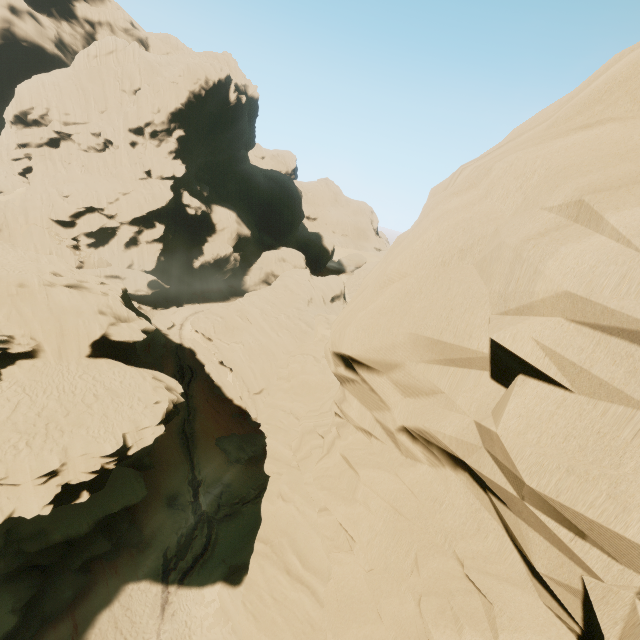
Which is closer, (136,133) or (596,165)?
(596,165)

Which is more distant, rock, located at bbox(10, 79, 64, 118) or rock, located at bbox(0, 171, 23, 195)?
rock, located at bbox(10, 79, 64, 118)

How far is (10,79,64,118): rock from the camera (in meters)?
59.16

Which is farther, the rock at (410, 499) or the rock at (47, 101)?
the rock at (47, 101)

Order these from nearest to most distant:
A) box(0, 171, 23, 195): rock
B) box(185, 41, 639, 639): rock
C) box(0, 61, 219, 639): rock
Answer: box(185, 41, 639, 639): rock, box(0, 61, 219, 639): rock, box(0, 171, 23, 195): rock

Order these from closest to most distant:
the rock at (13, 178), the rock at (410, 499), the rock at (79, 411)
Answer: the rock at (410, 499) → the rock at (79, 411) → the rock at (13, 178)
